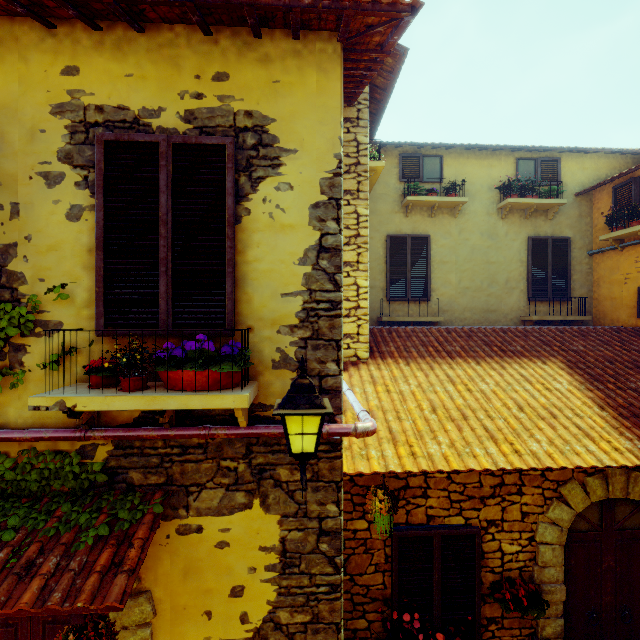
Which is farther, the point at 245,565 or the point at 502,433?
the point at 502,433

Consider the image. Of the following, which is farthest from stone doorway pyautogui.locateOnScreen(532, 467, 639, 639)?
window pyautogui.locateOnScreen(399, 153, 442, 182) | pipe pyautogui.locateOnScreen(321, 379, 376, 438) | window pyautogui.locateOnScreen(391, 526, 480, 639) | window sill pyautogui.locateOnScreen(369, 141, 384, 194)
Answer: window pyautogui.locateOnScreen(399, 153, 442, 182)

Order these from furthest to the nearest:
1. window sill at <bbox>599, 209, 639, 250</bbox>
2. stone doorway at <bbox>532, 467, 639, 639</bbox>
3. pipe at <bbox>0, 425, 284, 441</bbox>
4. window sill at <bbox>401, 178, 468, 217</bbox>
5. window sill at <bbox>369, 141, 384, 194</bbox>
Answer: window sill at <bbox>401, 178, 468, 217</bbox>, window sill at <bbox>599, 209, 639, 250</bbox>, window sill at <bbox>369, 141, 384, 194</bbox>, stone doorway at <bbox>532, 467, 639, 639</bbox>, pipe at <bbox>0, 425, 284, 441</bbox>

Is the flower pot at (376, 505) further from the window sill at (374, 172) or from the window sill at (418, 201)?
the window sill at (418, 201)

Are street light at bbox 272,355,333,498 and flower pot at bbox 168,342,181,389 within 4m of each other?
yes

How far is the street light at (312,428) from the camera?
2.0 meters

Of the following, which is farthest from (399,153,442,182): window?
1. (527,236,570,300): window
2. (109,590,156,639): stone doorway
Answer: (109,590,156,639): stone doorway

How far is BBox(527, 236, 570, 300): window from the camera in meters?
8.3 m
